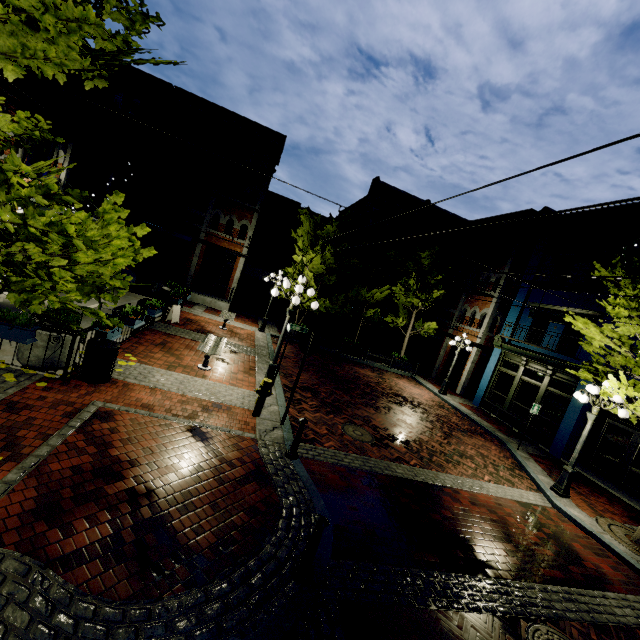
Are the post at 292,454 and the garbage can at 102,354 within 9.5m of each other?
yes

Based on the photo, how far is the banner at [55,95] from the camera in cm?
1152

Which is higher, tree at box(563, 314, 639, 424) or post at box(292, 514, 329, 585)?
tree at box(563, 314, 639, 424)

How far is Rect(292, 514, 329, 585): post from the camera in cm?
409

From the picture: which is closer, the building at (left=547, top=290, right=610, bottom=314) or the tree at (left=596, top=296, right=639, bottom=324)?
the tree at (left=596, top=296, right=639, bottom=324)

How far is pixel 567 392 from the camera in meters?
14.1 m

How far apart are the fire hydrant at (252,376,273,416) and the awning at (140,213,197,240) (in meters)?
15.54

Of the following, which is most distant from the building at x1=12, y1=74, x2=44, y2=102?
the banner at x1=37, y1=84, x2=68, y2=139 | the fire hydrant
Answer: the fire hydrant
